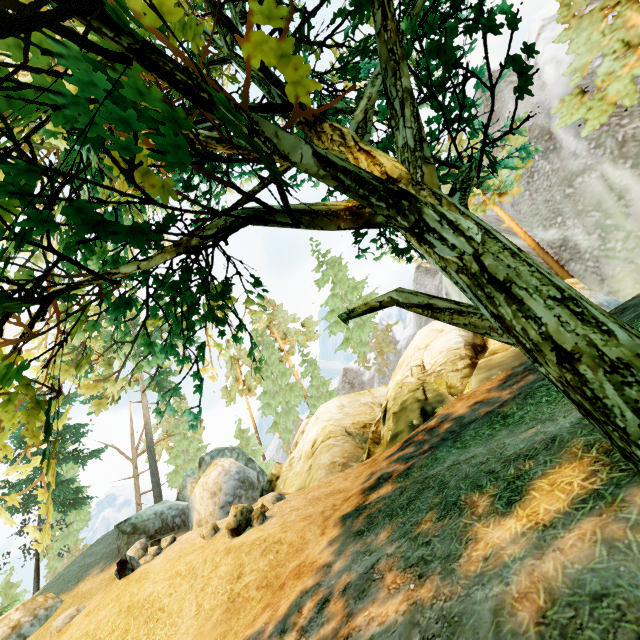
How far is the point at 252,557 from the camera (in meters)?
8.33

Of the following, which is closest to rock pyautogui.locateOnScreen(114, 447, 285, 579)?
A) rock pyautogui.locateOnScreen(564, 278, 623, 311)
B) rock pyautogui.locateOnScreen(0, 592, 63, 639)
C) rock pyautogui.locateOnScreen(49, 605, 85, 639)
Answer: rock pyautogui.locateOnScreen(0, 592, 63, 639)

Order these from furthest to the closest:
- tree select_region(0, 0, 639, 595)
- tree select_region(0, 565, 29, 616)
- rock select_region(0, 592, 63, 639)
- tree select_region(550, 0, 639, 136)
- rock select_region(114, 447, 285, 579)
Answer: tree select_region(0, 565, 29, 616)
tree select_region(550, 0, 639, 136)
rock select_region(0, 592, 63, 639)
rock select_region(114, 447, 285, 579)
tree select_region(0, 0, 639, 595)

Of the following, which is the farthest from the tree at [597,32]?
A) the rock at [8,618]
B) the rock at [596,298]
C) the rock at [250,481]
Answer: the rock at [8,618]

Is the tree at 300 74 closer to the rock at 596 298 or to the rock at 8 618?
the rock at 596 298

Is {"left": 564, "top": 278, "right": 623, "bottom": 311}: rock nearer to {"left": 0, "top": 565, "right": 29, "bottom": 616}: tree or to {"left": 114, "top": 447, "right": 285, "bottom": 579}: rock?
{"left": 0, "top": 565, "right": 29, "bottom": 616}: tree

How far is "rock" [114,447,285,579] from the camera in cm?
1069

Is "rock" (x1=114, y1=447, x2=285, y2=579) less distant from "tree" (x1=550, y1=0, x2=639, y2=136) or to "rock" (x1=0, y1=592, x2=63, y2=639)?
"rock" (x1=0, y1=592, x2=63, y2=639)
